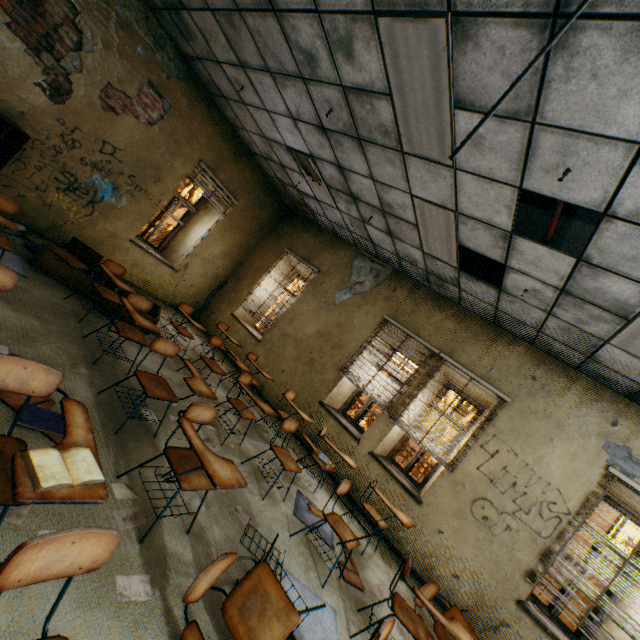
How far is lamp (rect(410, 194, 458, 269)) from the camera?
4.1m

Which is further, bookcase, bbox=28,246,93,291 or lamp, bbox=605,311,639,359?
Answer: bookcase, bbox=28,246,93,291

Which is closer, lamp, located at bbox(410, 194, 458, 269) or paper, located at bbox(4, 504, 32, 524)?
paper, located at bbox(4, 504, 32, 524)

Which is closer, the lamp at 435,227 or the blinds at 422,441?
the lamp at 435,227

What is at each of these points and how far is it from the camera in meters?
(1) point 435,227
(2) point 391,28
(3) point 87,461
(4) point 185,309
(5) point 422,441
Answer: (1) lamp, 4.4
(2) lamp, 2.5
(3) book, 1.4
(4) student desk, 5.6
(5) blinds, 5.4

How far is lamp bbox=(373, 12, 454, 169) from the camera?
2.3m

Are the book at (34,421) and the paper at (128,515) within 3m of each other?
yes

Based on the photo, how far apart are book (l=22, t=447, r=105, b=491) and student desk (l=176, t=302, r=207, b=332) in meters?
3.7 m
